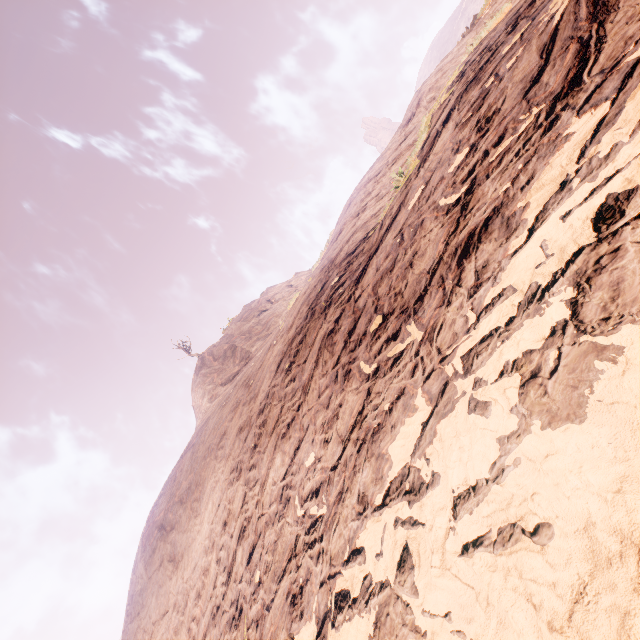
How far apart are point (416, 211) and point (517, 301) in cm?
386
